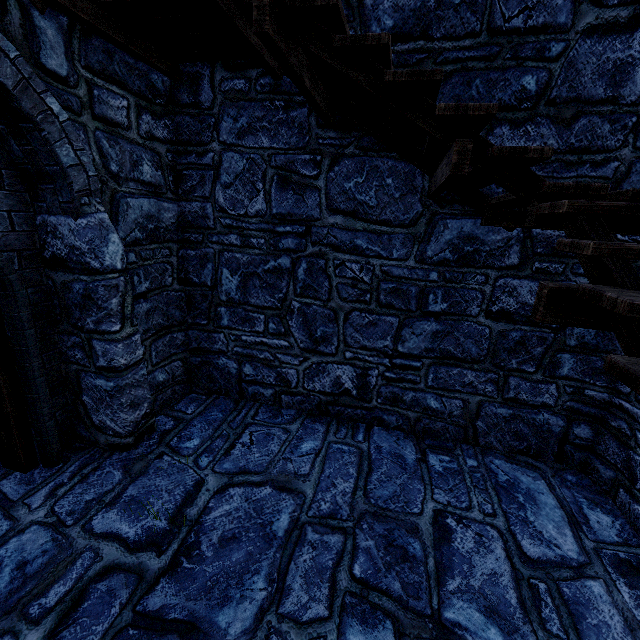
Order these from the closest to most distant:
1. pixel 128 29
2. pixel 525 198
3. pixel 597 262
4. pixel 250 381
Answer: pixel 597 262
pixel 525 198
pixel 128 29
pixel 250 381
